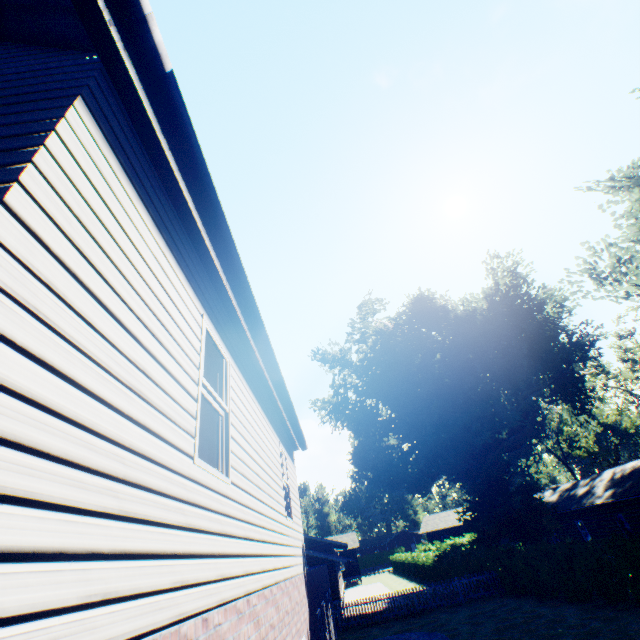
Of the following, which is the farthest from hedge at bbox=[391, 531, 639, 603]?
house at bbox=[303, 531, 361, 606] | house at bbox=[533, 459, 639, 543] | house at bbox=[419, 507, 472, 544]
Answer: house at bbox=[419, 507, 472, 544]

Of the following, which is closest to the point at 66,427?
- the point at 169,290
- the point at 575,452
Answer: the point at 169,290

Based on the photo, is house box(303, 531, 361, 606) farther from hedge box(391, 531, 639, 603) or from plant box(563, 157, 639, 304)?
hedge box(391, 531, 639, 603)

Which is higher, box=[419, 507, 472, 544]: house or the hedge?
box=[419, 507, 472, 544]: house

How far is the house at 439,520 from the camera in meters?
46.9

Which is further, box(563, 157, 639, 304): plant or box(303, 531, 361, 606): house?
box(303, 531, 361, 606): house

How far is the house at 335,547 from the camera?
25.45m

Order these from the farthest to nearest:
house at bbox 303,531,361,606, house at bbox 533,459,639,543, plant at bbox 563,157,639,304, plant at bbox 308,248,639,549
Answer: plant at bbox 308,248,639,549 < house at bbox 303,531,361,606 < house at bbox 533,459,639,543 < plant at bbox 563,157,639,304
